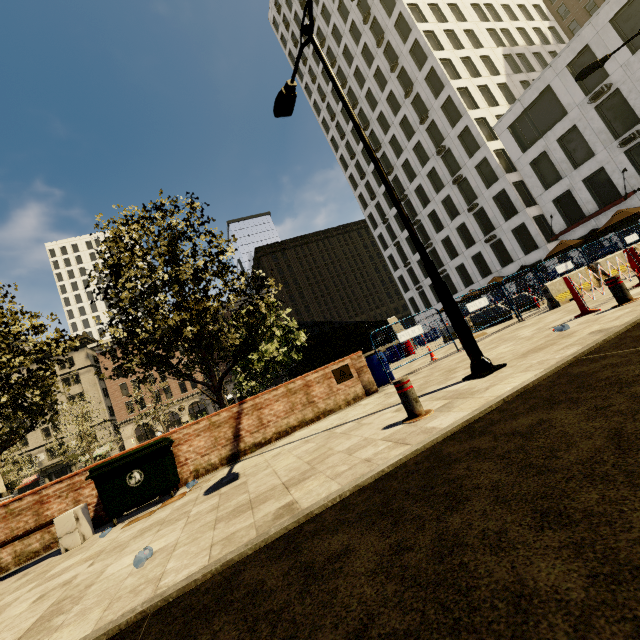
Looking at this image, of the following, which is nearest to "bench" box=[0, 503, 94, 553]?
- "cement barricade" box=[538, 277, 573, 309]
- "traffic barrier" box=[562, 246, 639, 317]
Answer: "traffic barrier" box=[562, 246, 639, 317]

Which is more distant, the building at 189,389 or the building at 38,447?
the building at 189,389

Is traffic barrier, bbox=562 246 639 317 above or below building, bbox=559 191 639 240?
below

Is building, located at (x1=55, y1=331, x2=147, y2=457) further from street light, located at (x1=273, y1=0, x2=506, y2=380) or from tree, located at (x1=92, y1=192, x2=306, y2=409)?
street light, located at (x1=273, y1=0, x2=506, y2=380)

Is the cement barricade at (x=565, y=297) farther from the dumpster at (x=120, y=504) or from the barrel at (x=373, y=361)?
the dumpster at (x=120, y=504)

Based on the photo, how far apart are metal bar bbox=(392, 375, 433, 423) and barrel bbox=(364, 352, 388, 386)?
5.4m

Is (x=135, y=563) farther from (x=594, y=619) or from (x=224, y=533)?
(x=594, y=619)

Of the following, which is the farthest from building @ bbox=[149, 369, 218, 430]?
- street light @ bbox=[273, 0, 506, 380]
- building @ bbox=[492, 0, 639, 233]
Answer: street light @ bbox=[273, 0, 506, 380]
